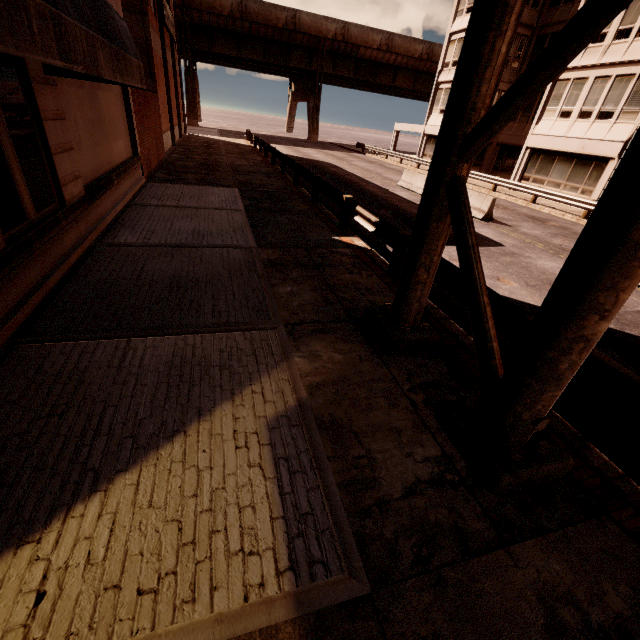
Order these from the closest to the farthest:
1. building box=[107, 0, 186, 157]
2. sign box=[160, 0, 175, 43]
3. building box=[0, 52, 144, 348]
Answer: building box=[0, 52, 144, 348] < building box=[107, 0, 186, 157] < sign box=[160, 0, 175, 43]

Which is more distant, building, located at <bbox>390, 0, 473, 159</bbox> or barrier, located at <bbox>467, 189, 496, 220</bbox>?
building, located at <bbox>390, 0, 473, 159</bbox>

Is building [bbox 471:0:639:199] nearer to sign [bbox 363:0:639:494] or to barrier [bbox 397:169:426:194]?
sign [bbox 363:0:639:494]

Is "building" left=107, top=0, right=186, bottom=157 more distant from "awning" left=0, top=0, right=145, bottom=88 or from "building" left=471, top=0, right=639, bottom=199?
"building" left=471, top=0, right=639, bottom=199

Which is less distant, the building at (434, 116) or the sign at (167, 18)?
the sign at (167, 18)

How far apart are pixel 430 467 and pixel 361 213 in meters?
7.5

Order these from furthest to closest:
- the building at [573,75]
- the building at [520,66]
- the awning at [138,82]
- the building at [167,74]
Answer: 1. the building at [520,66]
2. the building at [573,75]
3. the building at [167,74]
4. the awning at [138,82]

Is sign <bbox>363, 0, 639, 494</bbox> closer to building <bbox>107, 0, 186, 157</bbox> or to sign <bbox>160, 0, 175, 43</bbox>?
building <bbox>107, 0, 186, 157</bbox>
